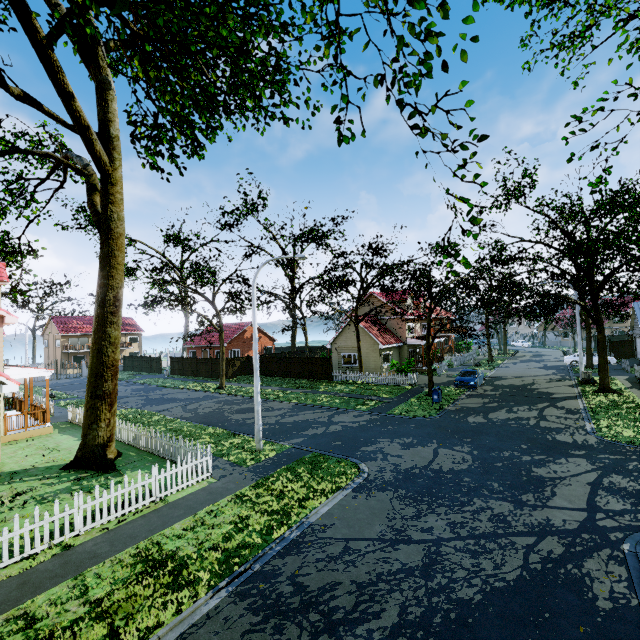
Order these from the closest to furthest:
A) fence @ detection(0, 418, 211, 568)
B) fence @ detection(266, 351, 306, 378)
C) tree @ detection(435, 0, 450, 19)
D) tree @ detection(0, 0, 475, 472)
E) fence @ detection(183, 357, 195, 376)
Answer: tree @ detection(435, 0, 450, 19) → tree @ detection(0, 0, 475, 472) → fence @ detection(0, 418, 211, 568) → fence @ detection(266, 351, 306, 378) → fence @ detection(183, 357, 195, 376)

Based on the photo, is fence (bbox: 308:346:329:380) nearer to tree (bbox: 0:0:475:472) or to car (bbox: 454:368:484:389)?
tree (bbox: 0:0:475:472)

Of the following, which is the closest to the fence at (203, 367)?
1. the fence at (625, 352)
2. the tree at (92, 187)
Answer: the fence at (625, 352)

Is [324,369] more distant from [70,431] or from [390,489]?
[390,489]

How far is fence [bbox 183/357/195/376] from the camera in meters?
40.4

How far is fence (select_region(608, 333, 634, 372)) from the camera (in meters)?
31.95

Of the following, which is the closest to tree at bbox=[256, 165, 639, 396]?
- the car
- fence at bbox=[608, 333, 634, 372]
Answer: fence at bbox=[608, 333, 634, 372]

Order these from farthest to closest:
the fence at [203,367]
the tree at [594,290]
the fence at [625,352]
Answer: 1. the fence at [203,367]
2. the fence at [625,352]
3. the tree at [594,290]
